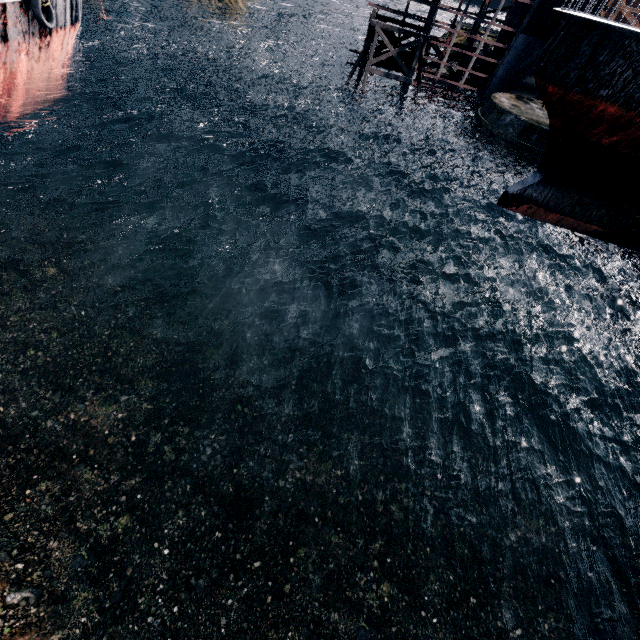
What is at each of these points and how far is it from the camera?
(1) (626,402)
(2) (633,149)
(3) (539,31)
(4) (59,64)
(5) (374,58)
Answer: (1) wooden scaffolding, 17.6 meters
(2) ship, 13.5 meters
(3) ship construction, 29.1 meters
(4) ship, 24.5 meters
(5) wooden support structure, 32.4 meters

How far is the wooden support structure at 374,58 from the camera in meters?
31.7

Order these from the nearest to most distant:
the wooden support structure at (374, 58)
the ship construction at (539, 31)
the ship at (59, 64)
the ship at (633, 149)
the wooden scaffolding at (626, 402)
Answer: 1. the ship at (633, 149)
2. the wooden scaffolding at (626, 402)
3. the ship at (59, 64)
4. the ship construction at (539, 31)
5. the wooden support structure at (374, 58)

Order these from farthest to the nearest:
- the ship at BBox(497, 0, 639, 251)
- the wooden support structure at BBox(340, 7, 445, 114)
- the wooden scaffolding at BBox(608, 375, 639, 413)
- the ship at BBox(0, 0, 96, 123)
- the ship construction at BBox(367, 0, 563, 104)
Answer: the wooden support structure at BBox(340, 7, 445, 114) → the ship construction at BBox(367, 0, 563, 104) → the ship at BBox(0, 0, 96, 123) → the wooden scaffolding at BBox(608, 375, 639, 413) → the ship at BBox(497, 0, 639, 251)

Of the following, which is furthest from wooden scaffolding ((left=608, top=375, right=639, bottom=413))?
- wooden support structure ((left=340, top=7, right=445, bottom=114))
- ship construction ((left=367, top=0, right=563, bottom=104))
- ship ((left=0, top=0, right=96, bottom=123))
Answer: ship ((left=0, top=0, right=96, bottom=123))

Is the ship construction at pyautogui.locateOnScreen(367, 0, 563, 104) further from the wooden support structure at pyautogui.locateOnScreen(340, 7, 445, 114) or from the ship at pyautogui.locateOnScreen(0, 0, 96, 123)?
the ship at pyautogui.locateOnScreen(0, 0, 96, 123)

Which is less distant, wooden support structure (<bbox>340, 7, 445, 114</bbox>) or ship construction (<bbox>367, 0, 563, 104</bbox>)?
ship construction (<bbox>367, 0, 563, 104</bbox>)

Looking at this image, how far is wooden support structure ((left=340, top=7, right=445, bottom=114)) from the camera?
31.70m
